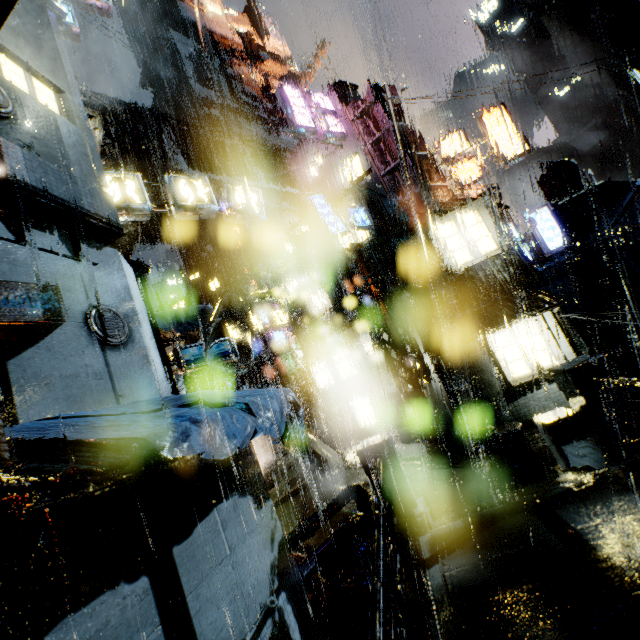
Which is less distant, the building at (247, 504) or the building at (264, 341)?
the building at (247, 504)

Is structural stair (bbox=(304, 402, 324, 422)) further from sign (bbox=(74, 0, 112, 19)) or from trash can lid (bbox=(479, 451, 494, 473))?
sign (bbox=(74, 0, 112, 19))

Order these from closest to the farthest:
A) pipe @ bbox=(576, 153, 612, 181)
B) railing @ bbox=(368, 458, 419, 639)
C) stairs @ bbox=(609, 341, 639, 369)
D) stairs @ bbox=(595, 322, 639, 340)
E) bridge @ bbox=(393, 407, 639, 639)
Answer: railing @ bbox=(368, 458, 419, 639) < bridge @ bbox=(393, 407, 639, 639) < stairs @ bbox=(609, 341, 639, 369) < stairs @ bbox=(595, 322, 639, 340) < pipe @ bbox=(576, 153, 612, 181)

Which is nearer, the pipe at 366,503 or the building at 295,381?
the pipe at 366,503

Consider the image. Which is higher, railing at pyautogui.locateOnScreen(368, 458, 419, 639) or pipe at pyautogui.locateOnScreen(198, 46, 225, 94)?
pipe at pyautogui.locateOnScreen(198, 46, 225, 94)

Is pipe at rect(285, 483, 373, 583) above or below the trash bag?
above

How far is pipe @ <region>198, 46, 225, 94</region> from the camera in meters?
44.3

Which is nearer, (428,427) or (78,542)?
(78,542)
